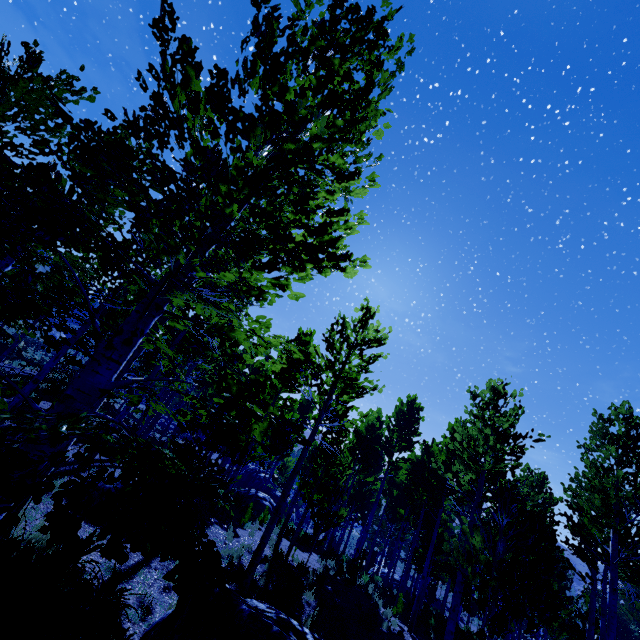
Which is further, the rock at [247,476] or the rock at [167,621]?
the rock at [247,476]

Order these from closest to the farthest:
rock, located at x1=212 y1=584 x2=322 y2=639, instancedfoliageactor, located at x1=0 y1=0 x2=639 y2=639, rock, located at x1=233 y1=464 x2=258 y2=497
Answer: instancedfoliageactor, located at x1=0 y1=0 x2=639 y2=639 < rock, located at x1=212 y1=584 x2=322 y2=639 < rock, located at x1=233 y1=464 x2=258 y2=497

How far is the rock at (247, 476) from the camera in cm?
2419

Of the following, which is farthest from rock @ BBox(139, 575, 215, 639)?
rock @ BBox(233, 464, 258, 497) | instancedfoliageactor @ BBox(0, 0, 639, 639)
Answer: rock @ BBox(233, 464, 258, 497)

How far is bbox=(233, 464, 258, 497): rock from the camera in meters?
24.2 m

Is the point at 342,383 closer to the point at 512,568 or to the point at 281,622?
the point at 512,568

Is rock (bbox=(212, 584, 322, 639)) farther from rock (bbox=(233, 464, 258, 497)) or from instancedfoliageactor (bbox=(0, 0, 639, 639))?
rock (bbox=(233, 464, 258, 497))
